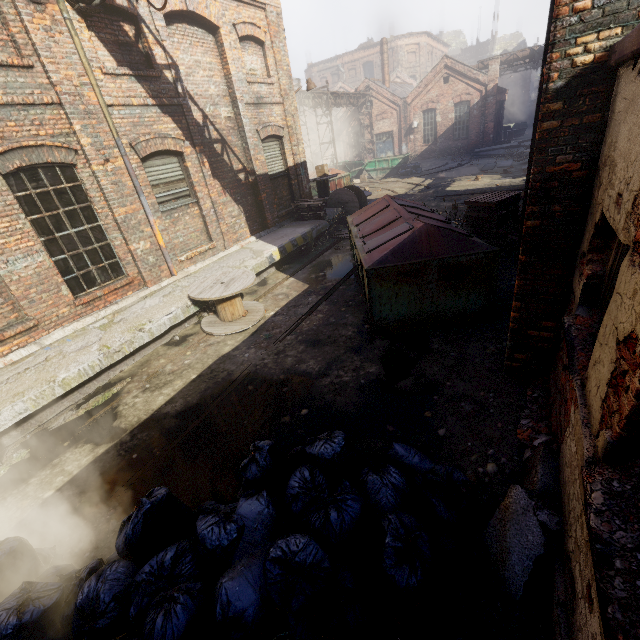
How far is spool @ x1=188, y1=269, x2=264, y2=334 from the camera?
7.0 meters

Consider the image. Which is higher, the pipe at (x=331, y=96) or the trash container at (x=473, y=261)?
the pipe at (x=331, y=96)

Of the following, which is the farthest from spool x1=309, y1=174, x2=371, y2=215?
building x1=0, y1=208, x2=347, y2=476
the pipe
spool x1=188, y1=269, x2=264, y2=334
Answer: spool x1=188, y1=269, x2=264, y2=334

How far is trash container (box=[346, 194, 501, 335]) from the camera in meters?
5.3 m

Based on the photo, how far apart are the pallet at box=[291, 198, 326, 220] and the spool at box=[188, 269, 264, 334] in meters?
5.1

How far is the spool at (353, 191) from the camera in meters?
13.5

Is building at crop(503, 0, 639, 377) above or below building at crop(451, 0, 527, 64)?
below

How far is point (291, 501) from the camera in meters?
2.8
